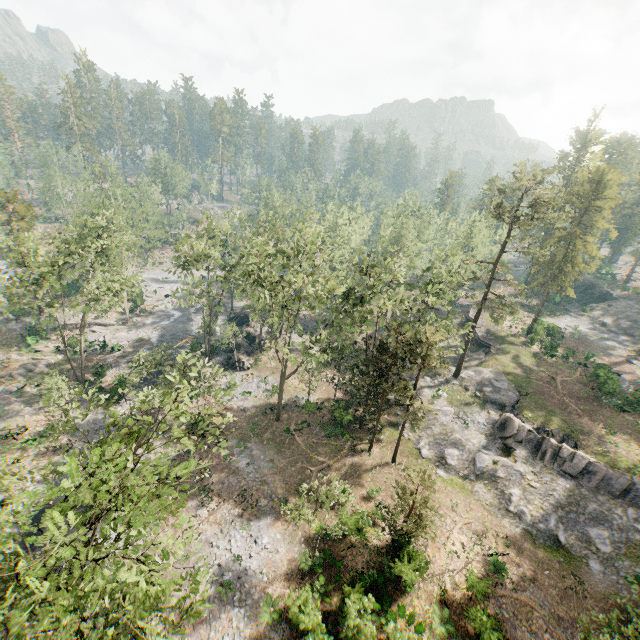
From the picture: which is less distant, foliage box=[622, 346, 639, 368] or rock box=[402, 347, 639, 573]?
rock box=[402, 347, 639, 573]

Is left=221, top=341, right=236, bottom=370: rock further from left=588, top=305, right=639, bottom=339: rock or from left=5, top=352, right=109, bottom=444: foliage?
left=588, top=305, right=639, bottom=339: rock

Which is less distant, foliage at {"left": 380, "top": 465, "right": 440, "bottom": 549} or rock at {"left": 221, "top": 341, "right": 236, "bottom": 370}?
foliage at {"left": 380, "top": 465, "right": 440, "bottom": 549}

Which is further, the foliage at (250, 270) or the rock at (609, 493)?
the rock at (609, 493)

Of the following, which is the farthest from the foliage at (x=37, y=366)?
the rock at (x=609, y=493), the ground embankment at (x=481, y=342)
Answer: the ground embankment at (x=481, y=342)

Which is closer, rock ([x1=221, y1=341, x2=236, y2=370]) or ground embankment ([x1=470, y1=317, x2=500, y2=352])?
rock ([x1=221, y1=341, x2=236, y2=370])

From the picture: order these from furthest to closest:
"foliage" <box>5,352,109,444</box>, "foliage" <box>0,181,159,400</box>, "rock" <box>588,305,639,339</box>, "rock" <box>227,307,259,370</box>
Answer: "rock" <box>588,305,639,339</box> < "rock" <box>227,307,259,370</box> < "foliage" <box>0,181,159,400</box> < "foliage" <box>5,352,109,444</box>

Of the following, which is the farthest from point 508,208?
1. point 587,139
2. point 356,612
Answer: point 587,139
